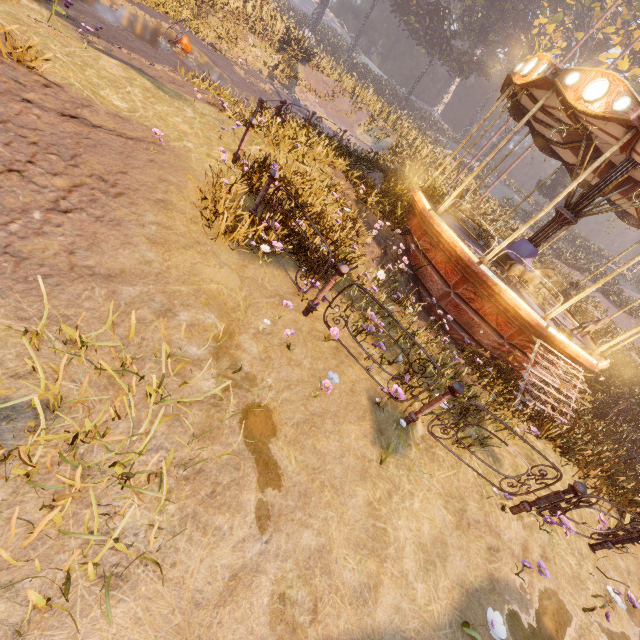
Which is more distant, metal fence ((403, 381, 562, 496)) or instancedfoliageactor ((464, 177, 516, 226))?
instancedfoliageactor ((464, 177, 516, 226))

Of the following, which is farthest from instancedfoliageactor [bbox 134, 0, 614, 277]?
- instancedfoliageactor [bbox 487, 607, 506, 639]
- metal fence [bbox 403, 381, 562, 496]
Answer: instancedfoliageactor [bbox 487, 607, 506, 639]

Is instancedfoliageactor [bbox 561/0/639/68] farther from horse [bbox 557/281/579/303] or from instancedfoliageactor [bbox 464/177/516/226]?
horse [bbox 557/281/579/303]

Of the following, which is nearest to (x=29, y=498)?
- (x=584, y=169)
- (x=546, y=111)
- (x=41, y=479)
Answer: (x=41, y=479)

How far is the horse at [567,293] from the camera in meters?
11.0 m

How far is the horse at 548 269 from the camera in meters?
7.5

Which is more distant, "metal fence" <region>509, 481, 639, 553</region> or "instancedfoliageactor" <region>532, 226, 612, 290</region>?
"instancedfoliageactor" <region>532, 226, 612, 290</region>

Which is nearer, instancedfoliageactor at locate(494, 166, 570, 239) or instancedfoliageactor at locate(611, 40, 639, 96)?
instancedfoliageactor at locate(494, 166, 570, 239)
